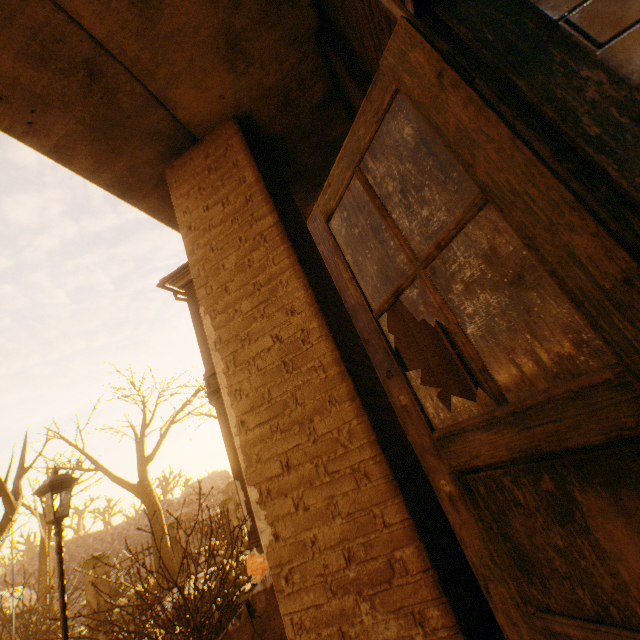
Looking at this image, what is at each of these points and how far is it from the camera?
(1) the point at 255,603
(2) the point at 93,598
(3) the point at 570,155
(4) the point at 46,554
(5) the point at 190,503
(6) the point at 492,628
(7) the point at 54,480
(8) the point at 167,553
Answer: (1) stairs, 2.5m
(2) fence column, 12.2m
(3) door, 0.7m
(4) tree, 21.3m
(5) rock, 46.1m
(6) stairs, 1.4m
(7) street light, 5.5m
(8) tree, 13.8m

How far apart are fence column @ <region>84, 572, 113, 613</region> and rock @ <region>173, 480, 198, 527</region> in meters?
36.3

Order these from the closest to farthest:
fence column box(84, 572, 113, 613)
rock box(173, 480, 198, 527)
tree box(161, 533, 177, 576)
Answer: fence column box(84, 572, 113, 613) → tree box(161, 533, 177, 576) → rock box(173, 480, 198, 527)

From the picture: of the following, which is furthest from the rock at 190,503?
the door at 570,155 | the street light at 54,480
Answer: the door at 570,155

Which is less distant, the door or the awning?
the door

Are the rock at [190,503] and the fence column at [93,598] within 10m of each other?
no

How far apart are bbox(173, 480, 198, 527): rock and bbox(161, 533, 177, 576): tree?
35.7 meters

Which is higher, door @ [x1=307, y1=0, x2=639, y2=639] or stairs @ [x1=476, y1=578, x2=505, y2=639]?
door @ [x1=307, y1=0, x2=639, y2=639]
